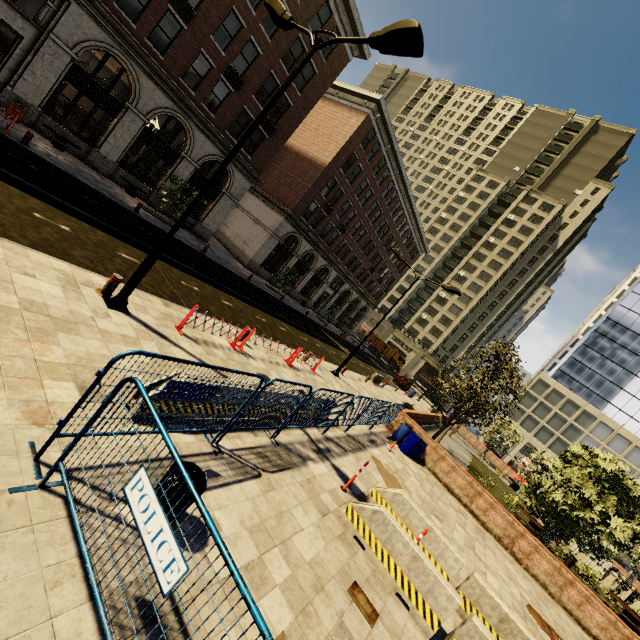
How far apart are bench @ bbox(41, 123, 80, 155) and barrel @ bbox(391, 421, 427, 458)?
22.6 meters

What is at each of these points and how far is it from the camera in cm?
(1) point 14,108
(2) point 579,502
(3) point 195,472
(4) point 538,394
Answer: (1) trash bin, 1505
(2) tree, 1264
(3) dumpster, 386
(4) building, 5566

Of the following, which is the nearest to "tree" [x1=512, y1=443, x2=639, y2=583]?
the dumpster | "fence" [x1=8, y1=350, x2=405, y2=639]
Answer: "fence" [x1=8, y1=350, x2=405, y2=639]

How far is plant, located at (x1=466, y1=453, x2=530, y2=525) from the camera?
21.97m

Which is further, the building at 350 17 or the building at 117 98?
the building at 350 17

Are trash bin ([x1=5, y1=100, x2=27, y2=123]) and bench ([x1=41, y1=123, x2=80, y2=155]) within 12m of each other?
yes

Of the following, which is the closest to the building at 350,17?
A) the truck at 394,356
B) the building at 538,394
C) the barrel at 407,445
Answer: the barrel at 407,445

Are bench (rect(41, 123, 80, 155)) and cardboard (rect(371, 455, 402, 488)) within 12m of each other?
no
